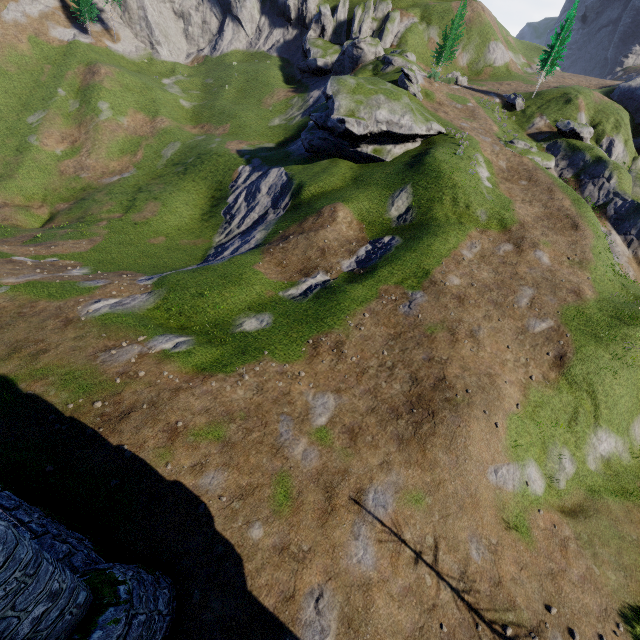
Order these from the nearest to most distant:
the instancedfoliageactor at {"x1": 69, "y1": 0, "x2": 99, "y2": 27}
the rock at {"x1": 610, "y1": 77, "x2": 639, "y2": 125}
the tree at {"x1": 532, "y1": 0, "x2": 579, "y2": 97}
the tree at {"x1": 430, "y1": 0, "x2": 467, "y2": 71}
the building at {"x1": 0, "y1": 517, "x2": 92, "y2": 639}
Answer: the building at {"x1": 0, "y1": 517, "x2": 92, "y2": 639} < the tree at {"x1": 532, "y1": 0, "x2": 579, "y2": 97} < the rock at {"x1": 610, "y1": 77, "x2": 639, "y2": 125} < the tree at {"x1": 430, "y1": 0, "x2": 467, "y2": 71} < the instancedfoliageactor at {"x1": 69, "y1": 0, "x2": 99, "y2": 27}

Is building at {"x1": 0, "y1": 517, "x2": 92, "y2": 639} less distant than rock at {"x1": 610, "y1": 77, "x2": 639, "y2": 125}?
Yes

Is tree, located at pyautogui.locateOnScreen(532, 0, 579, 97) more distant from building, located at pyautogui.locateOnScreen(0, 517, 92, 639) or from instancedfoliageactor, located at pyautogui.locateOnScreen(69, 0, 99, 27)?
instancedfoliageactor, located at pyautogui.locateOnScreen(69, 0, 99, 27)

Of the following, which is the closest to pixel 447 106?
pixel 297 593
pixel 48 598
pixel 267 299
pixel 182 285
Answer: pixel 267 299

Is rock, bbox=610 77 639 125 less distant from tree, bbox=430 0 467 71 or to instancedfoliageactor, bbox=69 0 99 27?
tree, bbox=430 0 467 71

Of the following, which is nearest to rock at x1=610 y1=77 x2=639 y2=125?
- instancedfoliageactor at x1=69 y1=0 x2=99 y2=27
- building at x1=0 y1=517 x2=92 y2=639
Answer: building at x1=0 y1=517 x2=92 y2=639

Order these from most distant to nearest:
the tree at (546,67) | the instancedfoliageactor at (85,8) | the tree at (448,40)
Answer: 1. the instancedfoliageactor at (85,8)
2. the tree at (448,40)
3. the tree at (546,67)

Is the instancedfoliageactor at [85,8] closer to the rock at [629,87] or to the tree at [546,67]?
the tree at [546,67]
